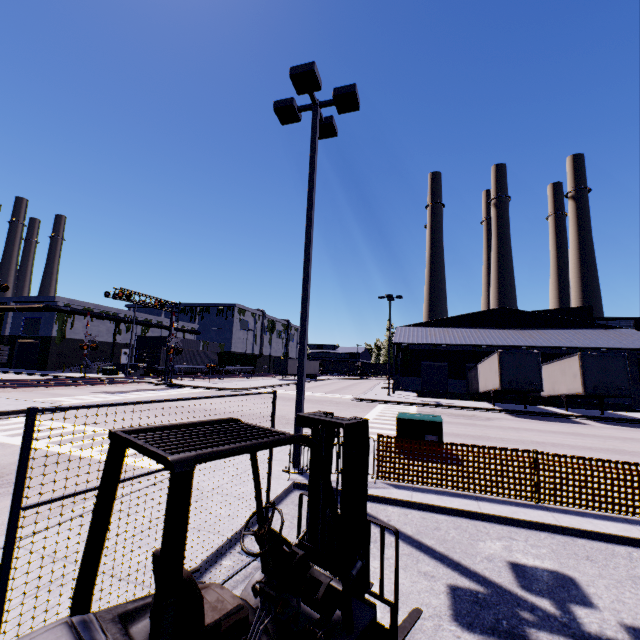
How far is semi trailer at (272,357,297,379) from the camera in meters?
51.8 m

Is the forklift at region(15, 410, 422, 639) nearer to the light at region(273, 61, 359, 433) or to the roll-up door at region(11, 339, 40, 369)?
the light at region(273, 61, 359, 433)

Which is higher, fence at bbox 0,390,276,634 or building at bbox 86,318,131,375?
building at bbox 86,318,131,375

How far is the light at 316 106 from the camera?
8.03m

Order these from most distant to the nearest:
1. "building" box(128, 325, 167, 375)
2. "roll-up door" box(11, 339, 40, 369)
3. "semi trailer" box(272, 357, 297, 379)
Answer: "semi trailer" box(272, 357, 297, 379) < "building" box(128, 325, 167, 375) < "roll-up door" box(11, 339, 40, 369)

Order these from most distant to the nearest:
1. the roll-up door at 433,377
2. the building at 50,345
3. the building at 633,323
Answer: the building at 50,345, the roll-up door at 433,377, the building at 633,323

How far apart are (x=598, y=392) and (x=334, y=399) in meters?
18.5

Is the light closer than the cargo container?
Yes
